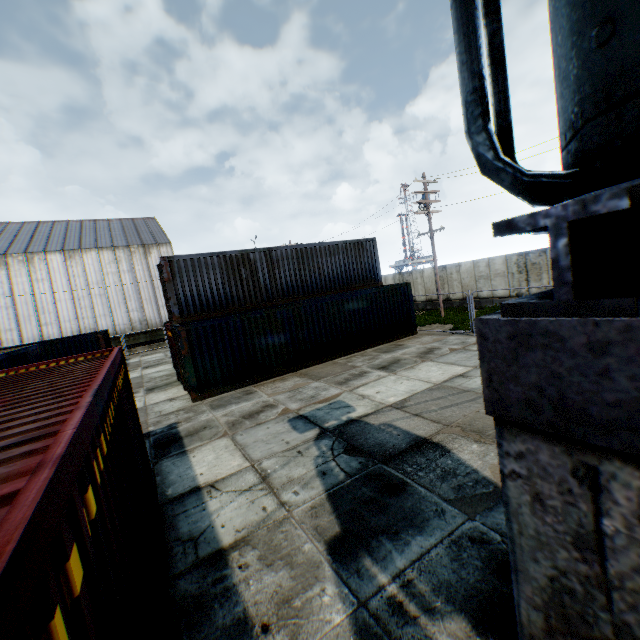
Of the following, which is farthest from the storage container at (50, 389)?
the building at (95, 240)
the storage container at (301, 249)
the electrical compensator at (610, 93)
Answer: the building at (95, 240)

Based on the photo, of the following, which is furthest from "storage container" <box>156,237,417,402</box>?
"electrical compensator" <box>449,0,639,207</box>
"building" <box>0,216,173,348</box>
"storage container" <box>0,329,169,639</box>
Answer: "building" <box>0,216,173,348</box>

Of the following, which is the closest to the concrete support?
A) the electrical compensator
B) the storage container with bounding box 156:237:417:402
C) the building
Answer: the electrical compensator

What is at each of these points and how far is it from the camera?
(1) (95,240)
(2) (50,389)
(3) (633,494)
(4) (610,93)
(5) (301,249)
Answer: (1) building, 35.5 meters
(2) storage container, 3.9 meters
(3) concrete support, 0.5 meters
(4) electrical compensator, 1.0 meters
(5) storage container, 17.4 meters

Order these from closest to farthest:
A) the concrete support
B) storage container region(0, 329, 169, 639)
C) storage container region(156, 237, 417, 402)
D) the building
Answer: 1. the concrete support
2. storage container region(0, 329, 169, 639)
3. storage container region(156, 237, 417, 402)
4. the building

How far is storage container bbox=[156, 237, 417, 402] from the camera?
12.80m

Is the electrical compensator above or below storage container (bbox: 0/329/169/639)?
above

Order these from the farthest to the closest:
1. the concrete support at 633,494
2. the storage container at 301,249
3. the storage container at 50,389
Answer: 1. the storage container at 301,249
2. the storage container at 50,389
3. the concrete support at 633,494
